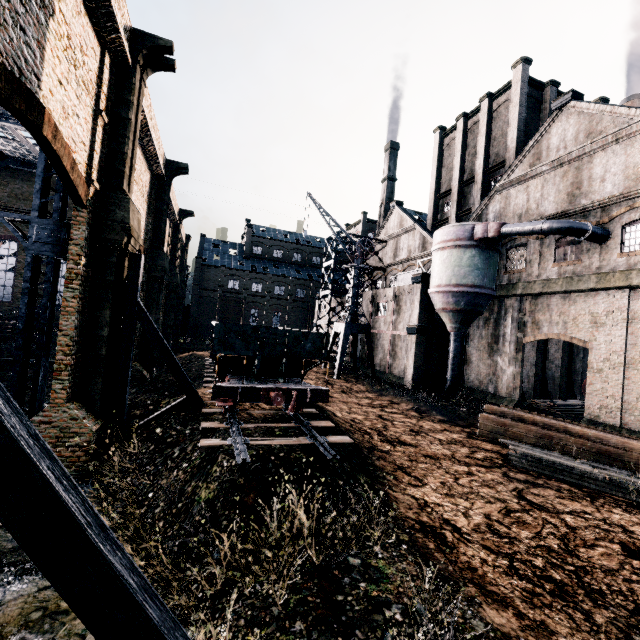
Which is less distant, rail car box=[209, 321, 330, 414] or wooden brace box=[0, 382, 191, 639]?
wooden brace box=[0, 382, 191, 639]

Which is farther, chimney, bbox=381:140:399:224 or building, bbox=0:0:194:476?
chimney, bbox=381:140:399:224

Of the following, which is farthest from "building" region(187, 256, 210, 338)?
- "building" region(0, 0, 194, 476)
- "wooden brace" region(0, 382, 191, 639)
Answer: "wooden brace" region(0, 382, 191, 639)

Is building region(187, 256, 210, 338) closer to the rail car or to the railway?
the rail car

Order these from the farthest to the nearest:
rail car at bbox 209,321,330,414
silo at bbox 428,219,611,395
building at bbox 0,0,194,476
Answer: silo at bbox 428,219,611,395
rail car at bbox 209,321,330,414
building at bbox 0,0,194,476

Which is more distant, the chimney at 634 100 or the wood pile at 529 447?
the chimney at 634 100

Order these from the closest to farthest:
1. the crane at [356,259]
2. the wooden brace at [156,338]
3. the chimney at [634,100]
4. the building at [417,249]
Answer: the wooden brace at [156,338] → the building at [417,249] → the crane at [356,259] → the chimney at [634,100]

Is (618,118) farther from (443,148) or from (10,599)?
(10,599)
